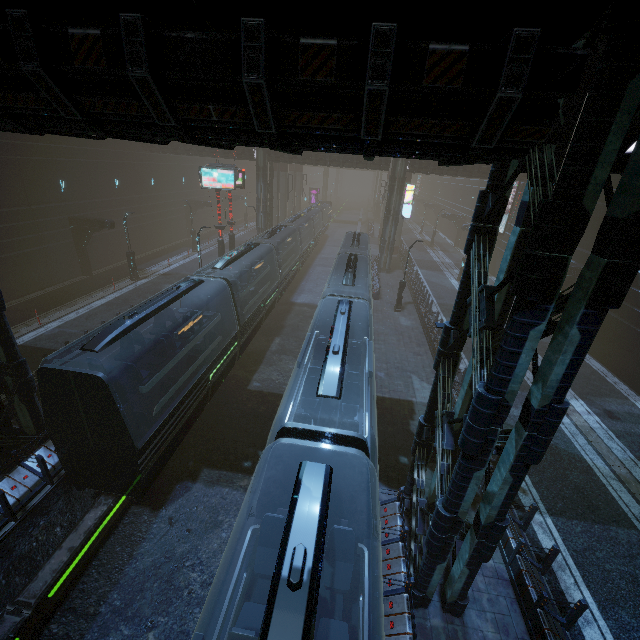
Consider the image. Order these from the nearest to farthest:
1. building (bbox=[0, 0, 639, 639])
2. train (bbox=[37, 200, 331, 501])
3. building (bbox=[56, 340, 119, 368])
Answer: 1. building (bbox=[0, 0, 639, 639])
2. train (bbox=[37, 200, 331, 501])
3. building (bbox=[56, 340, 119, 368])

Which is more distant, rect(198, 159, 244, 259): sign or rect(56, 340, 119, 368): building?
rect(198, 159, 244, 259): sign

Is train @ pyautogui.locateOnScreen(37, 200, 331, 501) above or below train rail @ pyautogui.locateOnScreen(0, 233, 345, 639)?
above

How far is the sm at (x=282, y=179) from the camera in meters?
41.2 m

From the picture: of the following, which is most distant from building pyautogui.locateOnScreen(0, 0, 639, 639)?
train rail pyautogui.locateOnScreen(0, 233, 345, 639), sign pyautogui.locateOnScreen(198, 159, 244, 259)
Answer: sign pyautogui.locateOnScreen(198, 159, 244, 259)

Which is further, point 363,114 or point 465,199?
point 465,199

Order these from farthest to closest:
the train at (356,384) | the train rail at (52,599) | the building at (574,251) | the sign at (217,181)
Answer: the sign at (217,181) → the train rail at (52,599) → the train at (356,384) → the building at (574,251)

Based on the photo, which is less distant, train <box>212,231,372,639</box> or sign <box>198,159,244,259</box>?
train <box>212,231,372,639</box>
